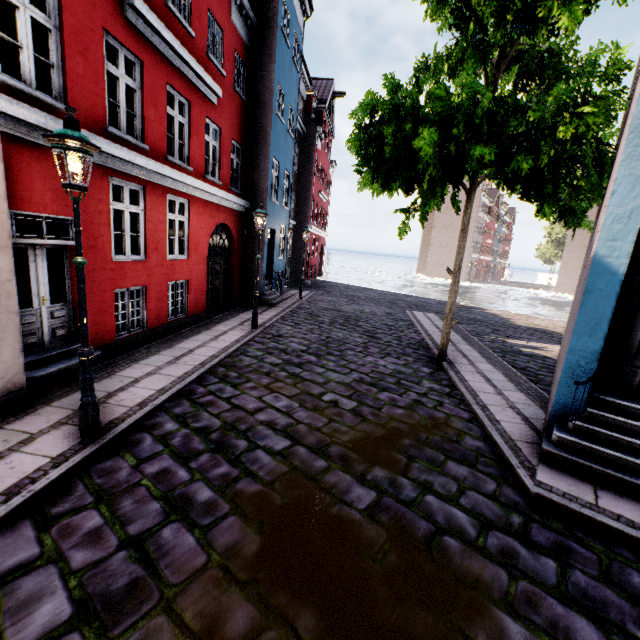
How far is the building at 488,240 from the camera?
48.98m

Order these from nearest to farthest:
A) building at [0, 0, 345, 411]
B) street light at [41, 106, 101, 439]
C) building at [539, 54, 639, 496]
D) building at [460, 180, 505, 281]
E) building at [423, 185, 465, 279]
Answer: street light at [41, 106, 101, 439]
building at [539, 54, 639, 496]
building at [0, 0, 345, 411]
building at [460, 180, 505, 281]
building at [423, 185, 465, 279]

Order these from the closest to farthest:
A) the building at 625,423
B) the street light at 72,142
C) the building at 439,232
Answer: the street light at 72,142 → the building at 625,423 → the building at 439,232

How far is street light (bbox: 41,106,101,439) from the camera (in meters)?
3.44

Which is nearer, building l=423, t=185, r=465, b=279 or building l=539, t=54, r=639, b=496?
building l=539, t=54, r=639, b=496

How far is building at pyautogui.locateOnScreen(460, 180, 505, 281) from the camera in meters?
49.0

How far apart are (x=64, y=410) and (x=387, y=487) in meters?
4.9 m
